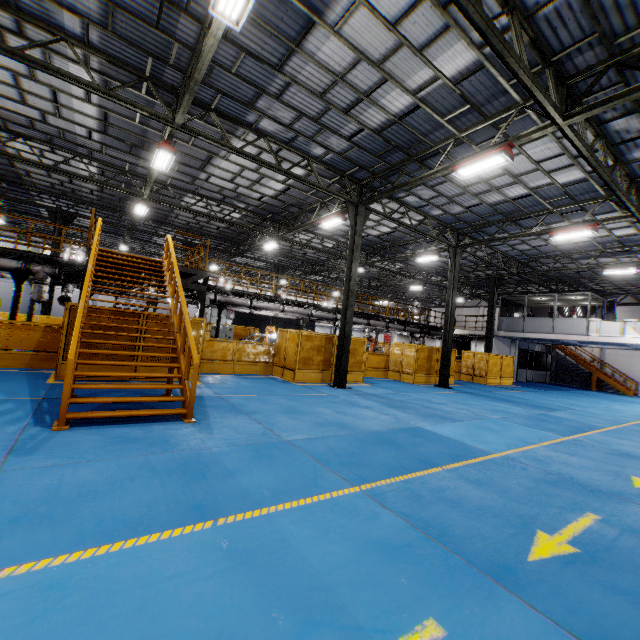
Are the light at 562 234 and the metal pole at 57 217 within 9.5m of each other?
no

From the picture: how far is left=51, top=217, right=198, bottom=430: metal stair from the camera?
5.9 meters

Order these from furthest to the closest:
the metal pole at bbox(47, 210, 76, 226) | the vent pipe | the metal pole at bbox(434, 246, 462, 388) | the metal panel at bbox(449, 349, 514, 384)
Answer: the metal panel at bbox(449, 349, 514, 384)
the metal pole at bbox(47, 210, 76, 226)
the metal pole at bbox(434, 246, 462, 388)
the vent pipe

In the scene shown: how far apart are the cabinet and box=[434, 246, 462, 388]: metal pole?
16.3m

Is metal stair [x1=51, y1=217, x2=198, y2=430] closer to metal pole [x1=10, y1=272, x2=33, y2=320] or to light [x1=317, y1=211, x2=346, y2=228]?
metal pole [x1=10, y1=272, x2=33, y2=320]

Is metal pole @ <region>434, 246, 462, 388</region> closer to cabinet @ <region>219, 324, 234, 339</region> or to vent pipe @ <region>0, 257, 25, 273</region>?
cabinet @ <region>219, 324, 234, 339</region>

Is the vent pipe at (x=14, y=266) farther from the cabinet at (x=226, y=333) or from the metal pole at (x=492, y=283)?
the metal pole at (x=492, y=283)

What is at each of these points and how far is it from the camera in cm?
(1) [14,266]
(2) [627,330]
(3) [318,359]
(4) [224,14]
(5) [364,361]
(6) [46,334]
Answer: (1) vent pipe, 1226
(2) cement column, 2030
(3) metal panel, 1450
(4) light, 584
(5) metal panel, 1608
(6) metal panel, 1062
